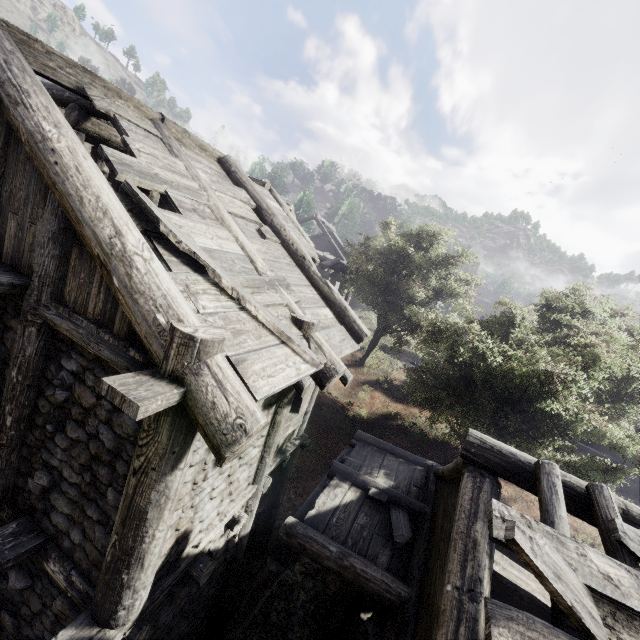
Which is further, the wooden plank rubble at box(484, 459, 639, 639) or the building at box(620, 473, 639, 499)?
the building at box(620, 473, 639, 499)

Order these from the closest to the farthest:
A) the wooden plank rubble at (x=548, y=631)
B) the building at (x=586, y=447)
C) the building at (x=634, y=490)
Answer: the wooden plank rubble at (x=548, y=631)
the building at (x=634, y=490)
the building at (x=586, y=447)

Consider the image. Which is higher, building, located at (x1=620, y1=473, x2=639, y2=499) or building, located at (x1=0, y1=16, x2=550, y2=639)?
building, located at (x1=0, y1=16, x2=550, y2=639)

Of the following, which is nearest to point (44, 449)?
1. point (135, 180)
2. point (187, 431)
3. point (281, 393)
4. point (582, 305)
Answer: point (187, 431)

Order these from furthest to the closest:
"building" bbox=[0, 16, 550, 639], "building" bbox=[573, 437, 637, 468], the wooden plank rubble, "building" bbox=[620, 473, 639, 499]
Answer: "building" bbox=[573, 437, 637, 468] < "building" bbox=[620, 473, 639, 499] < "building" bbox=[0, 16, 550, 639] < the wooden plank rubble

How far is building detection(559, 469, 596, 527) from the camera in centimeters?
380cm

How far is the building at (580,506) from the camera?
3.8m
